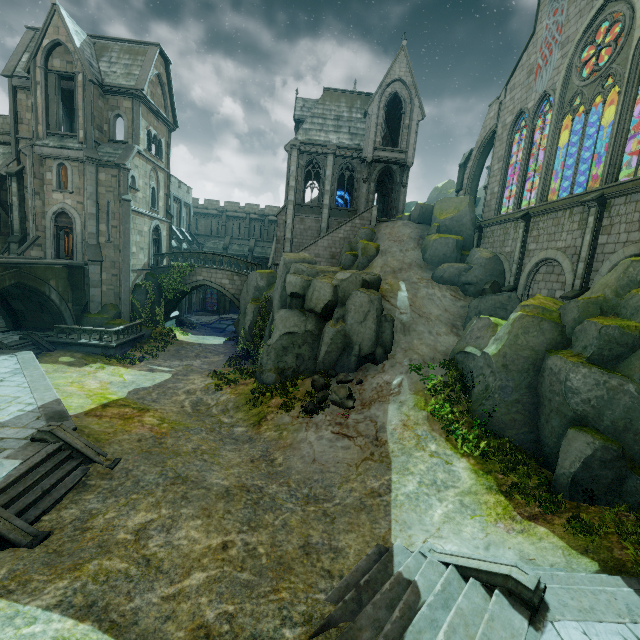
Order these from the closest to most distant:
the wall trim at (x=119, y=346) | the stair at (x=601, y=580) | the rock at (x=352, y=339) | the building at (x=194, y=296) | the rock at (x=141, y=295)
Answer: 1. the stair at (x=601, y=580)
2. the rock at (x=352, y=339)
3. the wall trim at (x=119, y=346)
4. the rock at (x=141, y=295)
5. the building at (x=194, y=296)

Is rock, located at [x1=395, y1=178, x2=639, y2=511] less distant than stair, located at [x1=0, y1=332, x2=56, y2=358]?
Yes

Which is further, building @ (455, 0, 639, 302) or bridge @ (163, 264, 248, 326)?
bridge @ (163, 264, 248, 326)

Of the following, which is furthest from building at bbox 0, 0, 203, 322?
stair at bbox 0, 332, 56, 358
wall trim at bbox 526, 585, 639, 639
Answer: stair at bbox 0, 332, 56, 358

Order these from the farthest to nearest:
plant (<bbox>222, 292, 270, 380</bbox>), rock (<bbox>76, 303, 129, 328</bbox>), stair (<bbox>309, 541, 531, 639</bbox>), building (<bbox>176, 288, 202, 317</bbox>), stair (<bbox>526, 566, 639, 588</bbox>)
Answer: building (<bbox>176, 288, 202, 317</bbox>), rock (<bbox>76, 303, 129, 328</bbox>), plant (<bbox>222, 292, 270, 380</bbox>), stair (<bbox>526, 566, 639, 588</bbox>), stair (<bbox>309, 541, 531, 639</bbox>)

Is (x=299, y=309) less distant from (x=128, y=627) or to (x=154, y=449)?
(x=154, y=449)

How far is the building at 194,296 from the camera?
38.7 meters

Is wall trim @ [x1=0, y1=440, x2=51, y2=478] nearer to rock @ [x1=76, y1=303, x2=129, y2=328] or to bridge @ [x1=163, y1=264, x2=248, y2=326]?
rock @ [x1=76, y1=303, x2=129, y2=328]
